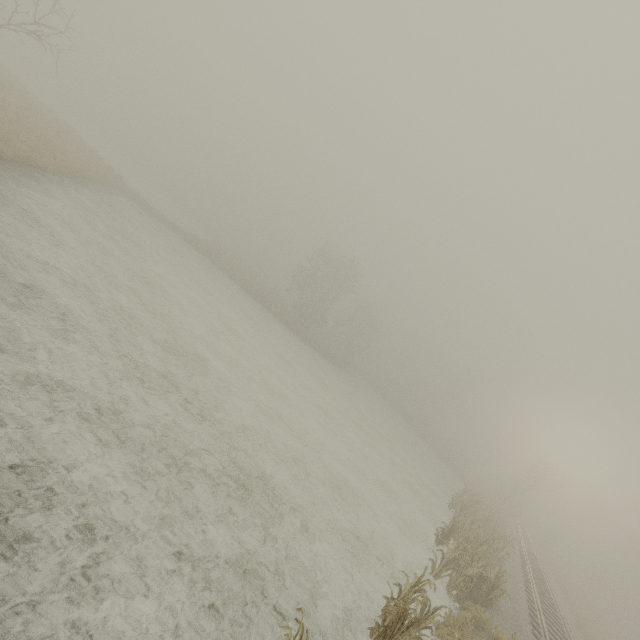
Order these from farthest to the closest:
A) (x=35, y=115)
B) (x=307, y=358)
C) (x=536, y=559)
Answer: (x=307, y=358) < (x=536, y=559) < (x=35, y=115)
